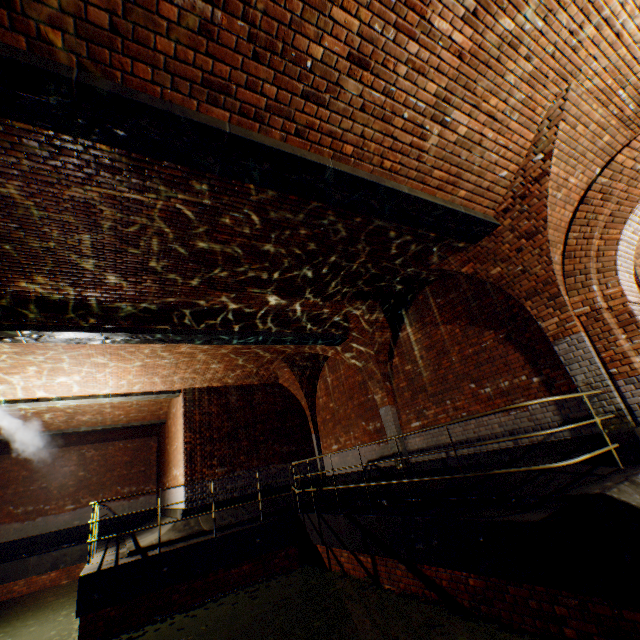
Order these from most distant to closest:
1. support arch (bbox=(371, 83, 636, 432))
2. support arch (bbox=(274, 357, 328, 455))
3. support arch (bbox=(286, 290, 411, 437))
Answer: support arch (bbox=(274, 357, 328, 455)) → support arch (bbox=(286, 290, 411, 437)) → support arch (bbox=(371, 83, 636, 432))

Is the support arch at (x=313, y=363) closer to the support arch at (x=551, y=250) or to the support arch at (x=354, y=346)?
the support arch at (x=354, y=346)

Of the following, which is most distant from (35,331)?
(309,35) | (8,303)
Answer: (309,35)

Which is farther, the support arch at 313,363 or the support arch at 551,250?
the support arch at 313,363

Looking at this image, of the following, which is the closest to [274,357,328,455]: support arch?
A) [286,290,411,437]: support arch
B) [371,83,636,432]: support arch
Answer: [286,290,411,437]: support arch

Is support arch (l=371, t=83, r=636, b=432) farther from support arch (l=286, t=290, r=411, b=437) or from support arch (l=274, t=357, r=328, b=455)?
support arch (l=274, t=357, r=328, b=455)
